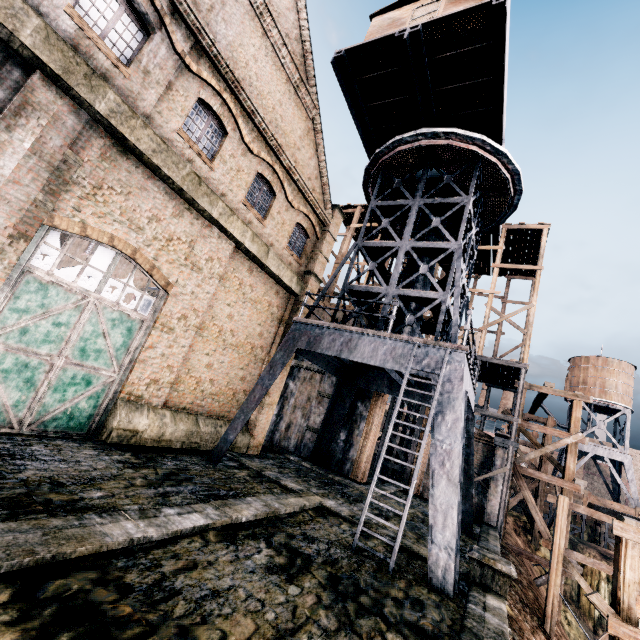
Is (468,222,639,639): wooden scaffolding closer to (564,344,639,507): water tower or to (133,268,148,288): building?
(133,268,148,288): building

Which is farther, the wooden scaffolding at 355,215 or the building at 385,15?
the wooden scaffolding at 355,215

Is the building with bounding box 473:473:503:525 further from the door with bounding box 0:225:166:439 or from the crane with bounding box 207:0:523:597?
the crane with bounding box 207:0:523:597

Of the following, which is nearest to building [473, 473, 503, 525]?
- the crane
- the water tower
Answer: the crane

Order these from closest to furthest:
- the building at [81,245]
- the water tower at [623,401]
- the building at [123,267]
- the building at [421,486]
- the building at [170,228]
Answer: the building at [170,228] → the building at [421,486] → the building at [123,267] → the building at [81,245] → the water tower at [623,401]

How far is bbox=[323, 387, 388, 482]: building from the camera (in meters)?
20.48

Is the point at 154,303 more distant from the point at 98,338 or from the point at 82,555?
the point at 82,555

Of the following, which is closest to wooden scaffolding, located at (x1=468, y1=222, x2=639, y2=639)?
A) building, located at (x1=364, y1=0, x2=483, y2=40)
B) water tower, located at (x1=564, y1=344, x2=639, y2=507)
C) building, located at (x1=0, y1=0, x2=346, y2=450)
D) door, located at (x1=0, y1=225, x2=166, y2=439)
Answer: building, located at (x1=0, y1=0, x2=346, y2=450)
